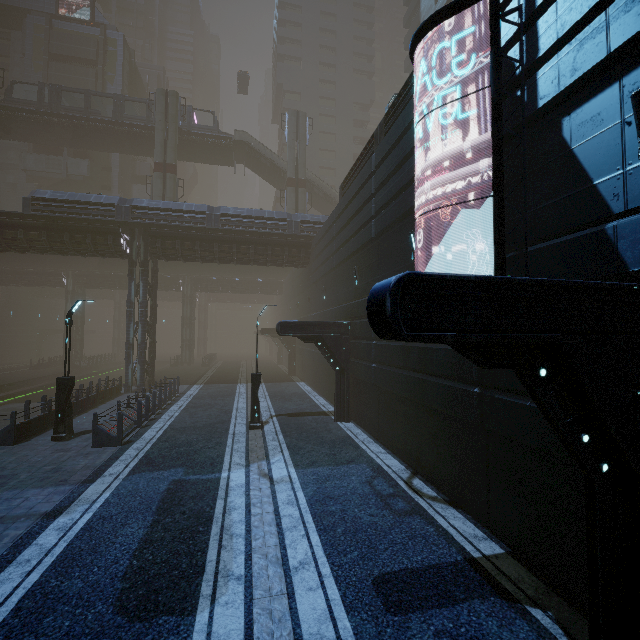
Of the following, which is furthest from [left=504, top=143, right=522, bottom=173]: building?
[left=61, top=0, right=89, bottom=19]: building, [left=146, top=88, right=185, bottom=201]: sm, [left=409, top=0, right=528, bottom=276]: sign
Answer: [left=146, top=88, right=185, bottom=201]: sm

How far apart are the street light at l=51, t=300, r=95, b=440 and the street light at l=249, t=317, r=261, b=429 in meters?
6.7

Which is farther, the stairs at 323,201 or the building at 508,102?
the stairs at 323,201

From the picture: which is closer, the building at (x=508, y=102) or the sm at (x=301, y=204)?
the building at (x=508, y=102)

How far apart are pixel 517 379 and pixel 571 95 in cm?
493

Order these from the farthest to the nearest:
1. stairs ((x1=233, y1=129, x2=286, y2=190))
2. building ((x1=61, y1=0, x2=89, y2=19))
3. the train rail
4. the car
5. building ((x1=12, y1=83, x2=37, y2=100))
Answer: the car
building ((x1=61, y1=0, x2=89, y2=19))
building ((x1=12, y1=83, x2=37, y2=100))
stairs ((x1=233, y1=129, x2=286, y2=190))
the train rail

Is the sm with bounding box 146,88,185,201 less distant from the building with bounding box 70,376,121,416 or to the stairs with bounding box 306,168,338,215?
the building with bounding box 70,376,121,416

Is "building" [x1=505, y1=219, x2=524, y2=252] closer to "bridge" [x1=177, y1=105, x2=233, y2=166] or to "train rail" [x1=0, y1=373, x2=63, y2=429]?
"train rail" [x1=0, y1=373, x2=63, y2=429]
